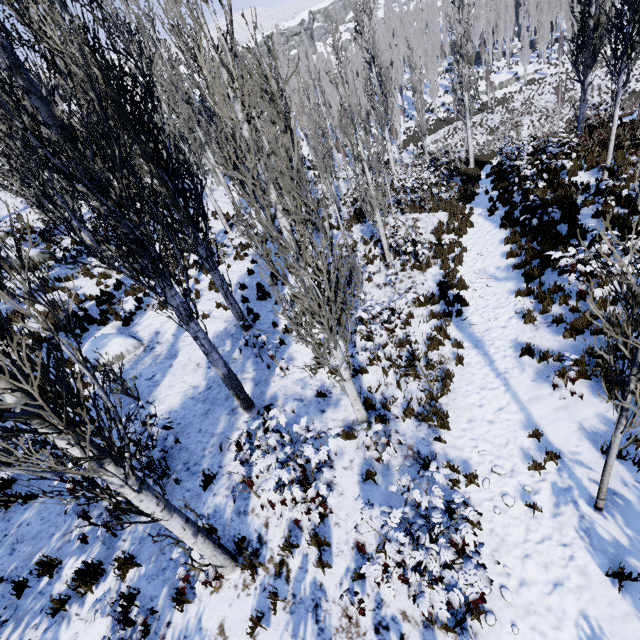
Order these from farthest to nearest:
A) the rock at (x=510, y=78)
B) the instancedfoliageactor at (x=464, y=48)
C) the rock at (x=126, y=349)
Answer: the rock at (x=510, y=78), the rock at (x=126, y=349), the instancedfoliageactor at (x=464, y=48)

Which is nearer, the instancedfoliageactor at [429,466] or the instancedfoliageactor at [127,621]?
the instancedfoliageactor at [127,621]

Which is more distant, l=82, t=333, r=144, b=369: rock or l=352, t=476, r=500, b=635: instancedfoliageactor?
l=82, t=333, r=144, b=369: rock

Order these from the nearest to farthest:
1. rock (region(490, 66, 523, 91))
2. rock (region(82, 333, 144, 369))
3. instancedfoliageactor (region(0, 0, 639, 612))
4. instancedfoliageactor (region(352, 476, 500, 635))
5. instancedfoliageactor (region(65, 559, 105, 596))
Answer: instancedfoliageactor (region(0, 0, 639, 612)) < instancedfoliageactor (region(352, 476, 500, 635)) < instancedfoliageactor (region(65, 559, 105, 596)) < rock (region(82, 333, 144, 369)) < rock (region(490, 66, 523, 91))

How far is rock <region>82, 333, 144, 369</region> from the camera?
9.84m

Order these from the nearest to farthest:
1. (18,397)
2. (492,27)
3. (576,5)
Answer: (18,397) < (492,27) < (576,5)

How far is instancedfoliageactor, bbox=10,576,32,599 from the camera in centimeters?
470cm
